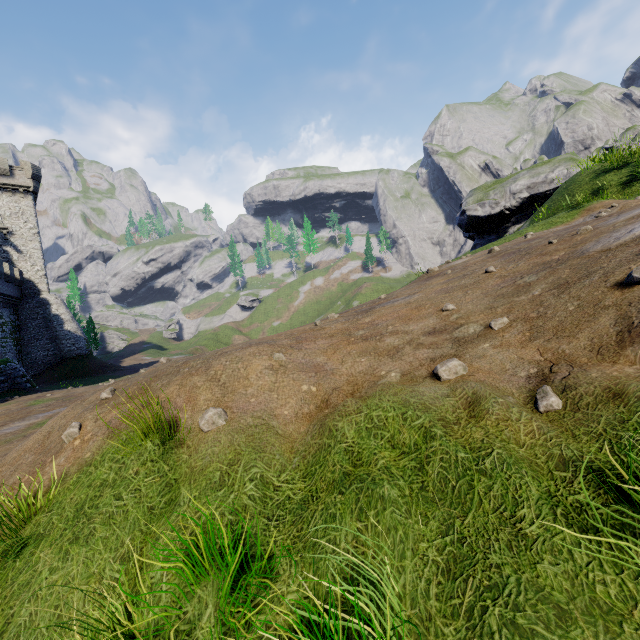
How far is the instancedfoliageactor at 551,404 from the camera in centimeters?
261cm

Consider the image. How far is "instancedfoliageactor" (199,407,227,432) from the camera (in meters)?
3.60

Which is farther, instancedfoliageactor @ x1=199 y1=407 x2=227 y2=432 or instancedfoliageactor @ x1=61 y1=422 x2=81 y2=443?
instancedfoliageactor @ x1=61 y1=422 x2=81 y2=443

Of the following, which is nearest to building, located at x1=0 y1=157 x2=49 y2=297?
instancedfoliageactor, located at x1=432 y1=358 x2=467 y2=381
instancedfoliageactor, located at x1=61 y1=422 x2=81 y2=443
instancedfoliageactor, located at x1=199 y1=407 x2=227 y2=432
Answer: instancedfoliageactor, located at x1=61 y1=422 x2=81 y2=443

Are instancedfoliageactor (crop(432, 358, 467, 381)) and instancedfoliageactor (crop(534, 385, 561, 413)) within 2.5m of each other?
yes

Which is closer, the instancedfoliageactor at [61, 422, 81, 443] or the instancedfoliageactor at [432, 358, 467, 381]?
the instancedfoliageactor at [432, 358, 467, 381]

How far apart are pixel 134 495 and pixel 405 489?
2.6m

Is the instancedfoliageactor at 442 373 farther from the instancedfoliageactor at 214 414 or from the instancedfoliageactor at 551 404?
the instancedfoliageactor at 214 414
